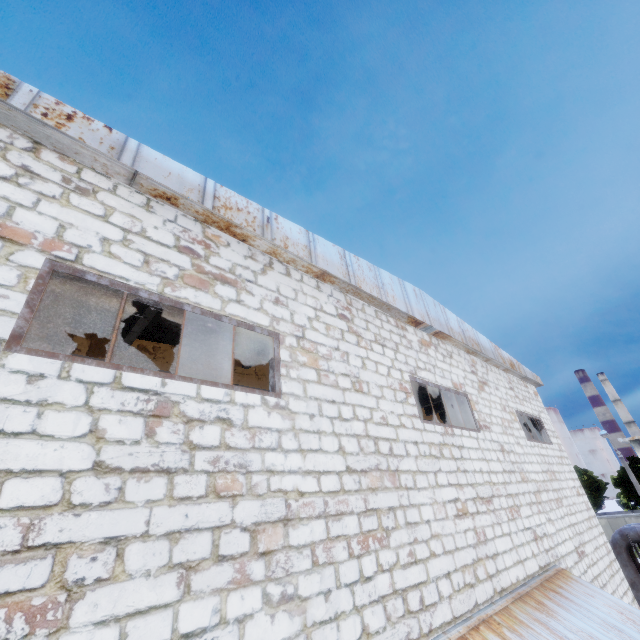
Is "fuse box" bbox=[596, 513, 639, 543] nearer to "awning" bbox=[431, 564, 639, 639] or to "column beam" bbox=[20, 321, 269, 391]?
"column beam" bbox=[20, 321, 269, 391]

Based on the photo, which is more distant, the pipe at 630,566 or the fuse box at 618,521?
the fuse box at 618,521

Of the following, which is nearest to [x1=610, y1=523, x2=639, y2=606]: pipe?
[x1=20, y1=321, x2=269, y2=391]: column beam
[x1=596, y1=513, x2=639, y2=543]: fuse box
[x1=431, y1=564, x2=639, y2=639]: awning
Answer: [x1=20, y1=321, x2=269, y2=391]: column beam

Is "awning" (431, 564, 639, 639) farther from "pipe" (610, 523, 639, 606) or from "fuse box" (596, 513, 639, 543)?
"fuse box" (596, 513, 639, 543)

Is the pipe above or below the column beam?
below

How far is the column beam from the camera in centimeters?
683cm

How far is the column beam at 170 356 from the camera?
6.83m

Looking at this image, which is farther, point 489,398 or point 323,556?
point 489,398
